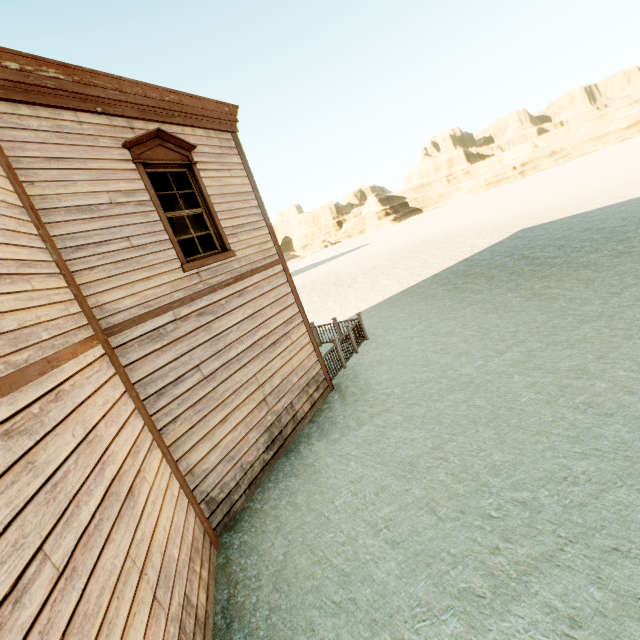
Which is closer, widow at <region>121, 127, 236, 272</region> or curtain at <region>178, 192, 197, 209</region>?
widow at <region>121, 127, 236, 272</region>

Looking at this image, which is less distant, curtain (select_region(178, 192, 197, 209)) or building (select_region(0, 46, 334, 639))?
building (select_region(0, 46, 334, 639))

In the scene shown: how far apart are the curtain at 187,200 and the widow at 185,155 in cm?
2

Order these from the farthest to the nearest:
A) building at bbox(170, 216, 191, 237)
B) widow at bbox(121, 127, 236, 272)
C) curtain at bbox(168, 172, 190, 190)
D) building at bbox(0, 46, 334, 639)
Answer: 1. building at bbox(170, 216, 191, 237)
2. curtain at bbox(168, 172, 190, 190)
3. widow at bbox(121, 127, 236, 272)
4. building at bbox(0, 46, 334, 639)

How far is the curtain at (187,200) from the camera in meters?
6.0 m

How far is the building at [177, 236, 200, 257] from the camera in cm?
865

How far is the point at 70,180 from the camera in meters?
4.2 m

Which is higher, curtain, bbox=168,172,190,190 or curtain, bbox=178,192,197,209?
curtain, bbox=168,172,190,190
